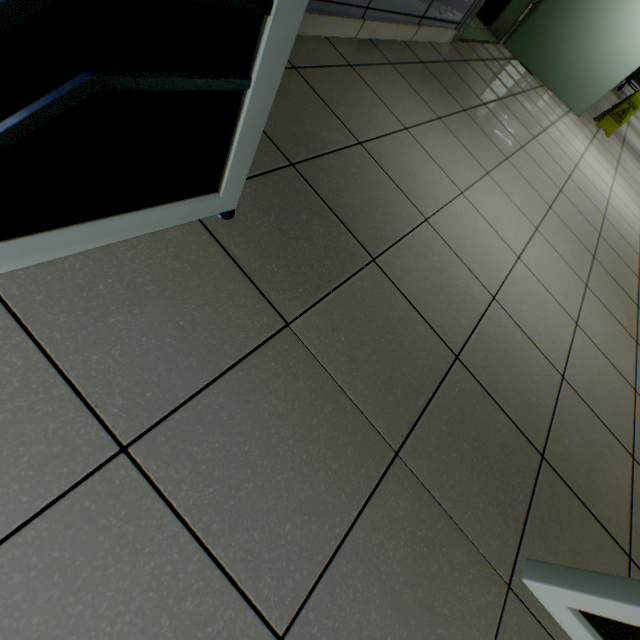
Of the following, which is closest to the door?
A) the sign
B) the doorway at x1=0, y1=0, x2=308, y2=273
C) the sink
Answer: the sink

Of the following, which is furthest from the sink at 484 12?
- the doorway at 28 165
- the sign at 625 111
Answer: the doorway at 28 165

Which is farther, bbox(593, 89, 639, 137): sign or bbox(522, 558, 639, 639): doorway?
bbox(593, 89, 639, 137): sign

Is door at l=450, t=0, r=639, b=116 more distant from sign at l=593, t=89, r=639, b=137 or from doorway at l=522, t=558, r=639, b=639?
doorway at l=522, t=558, r=639, b=639

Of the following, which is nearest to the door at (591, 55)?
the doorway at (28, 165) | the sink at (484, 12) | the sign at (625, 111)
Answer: the sink at (484, 12)

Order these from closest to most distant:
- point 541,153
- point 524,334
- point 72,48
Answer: point 72,48 → point 524,334 → point 541,153

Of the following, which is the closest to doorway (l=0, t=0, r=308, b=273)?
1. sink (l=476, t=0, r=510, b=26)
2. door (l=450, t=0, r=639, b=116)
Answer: door (l=450, t=0, r=639, b=116)
